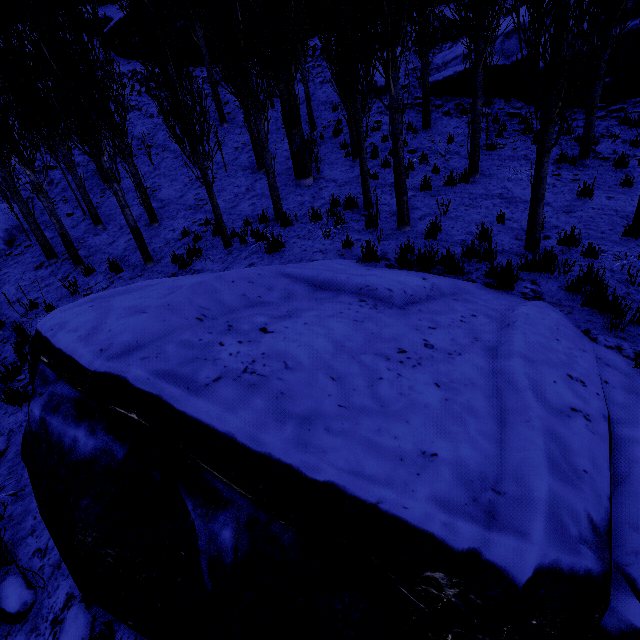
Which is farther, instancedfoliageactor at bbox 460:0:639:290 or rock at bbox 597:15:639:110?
rock at bbox 597:15:639:110

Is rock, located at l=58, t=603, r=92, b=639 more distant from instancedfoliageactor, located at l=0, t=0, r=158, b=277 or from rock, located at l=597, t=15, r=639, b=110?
rock, located at l=597, t=15, r=639, b=110

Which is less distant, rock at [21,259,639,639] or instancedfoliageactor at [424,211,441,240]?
rock at [21,259,639,639]

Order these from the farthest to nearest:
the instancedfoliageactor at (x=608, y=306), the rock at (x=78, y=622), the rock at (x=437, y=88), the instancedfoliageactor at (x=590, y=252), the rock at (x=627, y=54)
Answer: the rock at (x=437, y=88) < the rock at (x=627, y=54) < the instancedfoliageactor at (x=590, y=252) < the instancedfoliageactor at (x=608, y=306) < the rock at (x=78, y=622)

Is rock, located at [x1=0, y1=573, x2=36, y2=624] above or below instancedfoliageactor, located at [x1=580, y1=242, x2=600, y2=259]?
below

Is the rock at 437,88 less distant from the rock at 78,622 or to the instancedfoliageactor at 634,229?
the instancedfoliageactor at 634,229

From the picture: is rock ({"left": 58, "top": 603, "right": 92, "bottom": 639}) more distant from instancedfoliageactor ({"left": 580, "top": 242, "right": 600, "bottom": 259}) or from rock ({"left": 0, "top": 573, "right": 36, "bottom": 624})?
instancedfoliageactor ({"left": 580, "top": 242, "right": 600, "bottom": 259})

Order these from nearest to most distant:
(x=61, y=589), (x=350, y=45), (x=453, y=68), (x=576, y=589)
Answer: (x=576, y=589) → (x=61, y=589) → (x=350, y=45) → (x=453, y=68)
